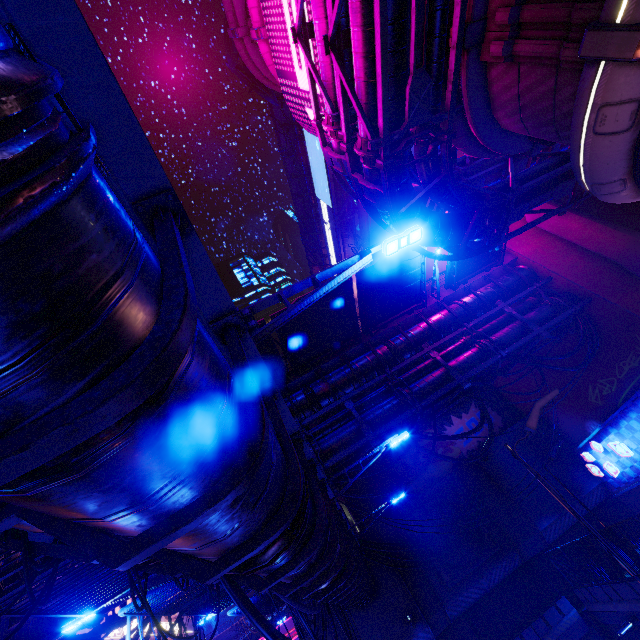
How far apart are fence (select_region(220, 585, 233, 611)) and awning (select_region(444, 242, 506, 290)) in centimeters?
1643cm

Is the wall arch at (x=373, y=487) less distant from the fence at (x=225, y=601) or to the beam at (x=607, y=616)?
the beam at (x=607, y=616)

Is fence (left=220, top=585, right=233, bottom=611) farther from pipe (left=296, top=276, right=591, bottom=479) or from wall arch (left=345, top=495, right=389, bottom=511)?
wall arch (left=345, top=495, right=389, bottom=511)

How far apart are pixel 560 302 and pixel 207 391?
19.9 meters

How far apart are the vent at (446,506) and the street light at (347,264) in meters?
22.2 m

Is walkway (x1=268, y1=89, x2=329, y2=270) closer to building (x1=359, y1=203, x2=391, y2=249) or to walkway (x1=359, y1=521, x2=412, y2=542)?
building (x1=359, y1=203, x2=391, y2=249)

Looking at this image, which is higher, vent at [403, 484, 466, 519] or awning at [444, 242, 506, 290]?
awning at [444, 242, 506, 290]

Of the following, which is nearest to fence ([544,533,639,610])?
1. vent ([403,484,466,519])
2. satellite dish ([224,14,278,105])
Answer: vent ([403,484,466,519])
